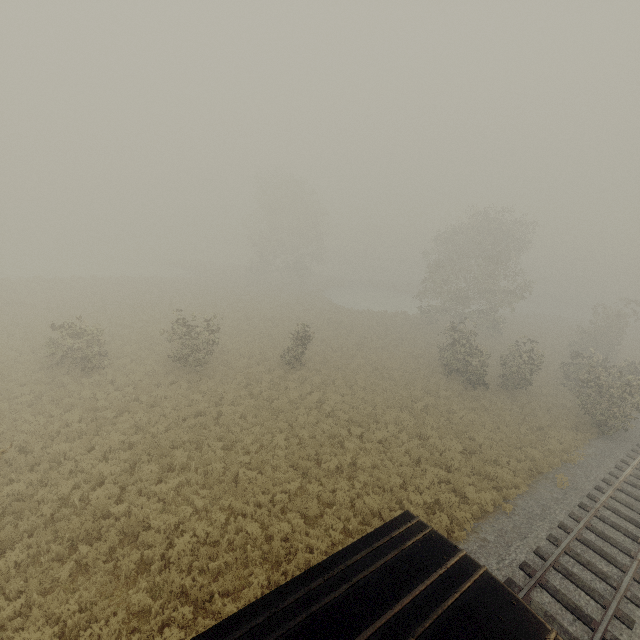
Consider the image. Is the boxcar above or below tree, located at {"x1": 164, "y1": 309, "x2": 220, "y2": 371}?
above

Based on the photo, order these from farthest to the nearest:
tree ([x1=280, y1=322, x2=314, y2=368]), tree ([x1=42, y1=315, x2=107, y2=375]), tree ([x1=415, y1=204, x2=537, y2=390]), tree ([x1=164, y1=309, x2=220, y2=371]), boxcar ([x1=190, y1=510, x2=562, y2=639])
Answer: tree ([x1=415, y1=204, x2=537, y2=390]) < tree ([x1=280, y1=322, x2=314, y2=368]) < tree ([x1=164, y1=309, x2=220, y2=371]) < tree ([x1=42, y1=315, x2=107, y2=375]) < boxcar ([x1=190, y1=510, x2=562, y2=639])

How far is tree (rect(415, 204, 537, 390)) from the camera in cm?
2455

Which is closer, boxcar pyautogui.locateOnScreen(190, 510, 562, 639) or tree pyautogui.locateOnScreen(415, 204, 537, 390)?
boxcar pyautogui.locateOnScreen(190, 510, 562, 639)

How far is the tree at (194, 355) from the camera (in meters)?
18.83

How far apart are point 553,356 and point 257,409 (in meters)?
35.22

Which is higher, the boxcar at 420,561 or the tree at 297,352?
the boxcar at 420,561
